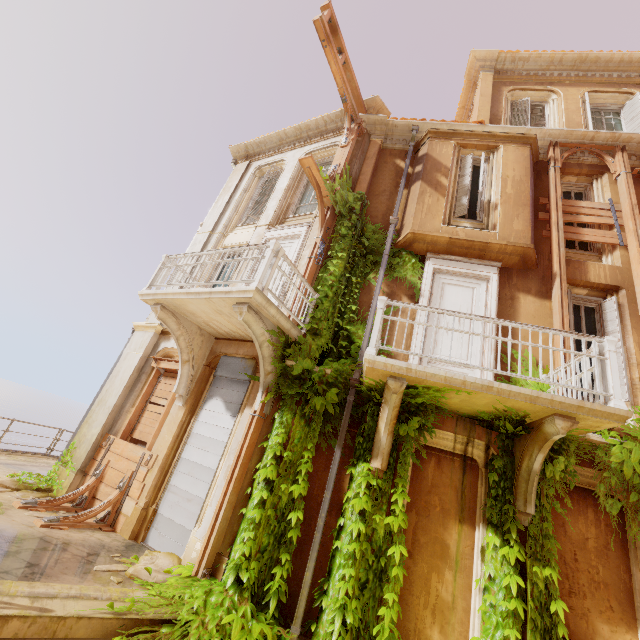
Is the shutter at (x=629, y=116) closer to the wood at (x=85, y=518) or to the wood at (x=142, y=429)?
the wood at (x=142, y=429)

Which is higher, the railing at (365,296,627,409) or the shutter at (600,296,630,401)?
the shutter at (600,296,630,401)

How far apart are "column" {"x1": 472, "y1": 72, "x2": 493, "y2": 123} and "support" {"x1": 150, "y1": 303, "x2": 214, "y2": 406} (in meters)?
9.82

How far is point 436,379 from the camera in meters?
4.8

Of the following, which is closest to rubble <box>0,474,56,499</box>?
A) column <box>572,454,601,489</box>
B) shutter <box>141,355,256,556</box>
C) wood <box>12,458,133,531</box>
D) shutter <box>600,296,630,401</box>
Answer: wood <box>12,458,133,531</box>

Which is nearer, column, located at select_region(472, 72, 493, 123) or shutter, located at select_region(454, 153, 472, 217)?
shutter, located at select_region(454, 153, 472, 217)

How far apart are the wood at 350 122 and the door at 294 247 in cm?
234

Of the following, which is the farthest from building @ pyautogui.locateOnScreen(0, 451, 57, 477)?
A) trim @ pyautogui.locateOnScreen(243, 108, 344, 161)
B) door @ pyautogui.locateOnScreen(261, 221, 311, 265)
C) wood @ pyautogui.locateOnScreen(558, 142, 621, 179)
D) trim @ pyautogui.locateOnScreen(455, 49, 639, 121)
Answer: trim @ pyautogui.locateOnScreen(455, 49, 639, 121)
